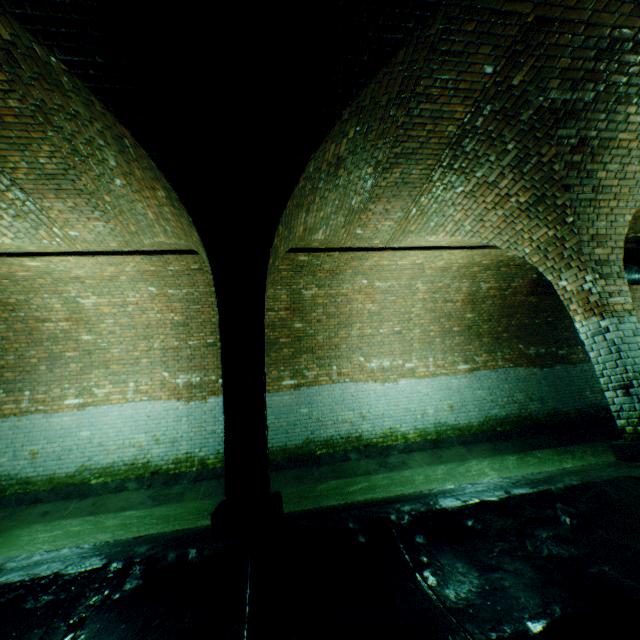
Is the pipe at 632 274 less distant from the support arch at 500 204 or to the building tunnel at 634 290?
the building tunnel at 634 290

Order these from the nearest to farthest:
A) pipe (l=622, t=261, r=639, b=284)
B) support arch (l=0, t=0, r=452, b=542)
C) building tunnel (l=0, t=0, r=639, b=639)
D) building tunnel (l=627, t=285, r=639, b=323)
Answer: building tunnel (l=0, t=0, r=639, b=639) → support arch (l=0, t=0, r=452, b=542) → pipe (l=622, t=261, r=639, b=284) → building tunnel (l=627, t=285, r=639, b=323)

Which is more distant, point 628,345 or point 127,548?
point 628,345

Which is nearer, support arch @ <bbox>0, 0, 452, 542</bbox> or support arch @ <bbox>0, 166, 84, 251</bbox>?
support arch @ <bbox>0, 0, 452, 542</bbox>

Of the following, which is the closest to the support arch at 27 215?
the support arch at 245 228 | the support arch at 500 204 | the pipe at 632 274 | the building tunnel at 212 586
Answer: the building tunnel at 212 586

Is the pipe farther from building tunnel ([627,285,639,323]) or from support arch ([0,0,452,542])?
support arch ([0,0,452,542])

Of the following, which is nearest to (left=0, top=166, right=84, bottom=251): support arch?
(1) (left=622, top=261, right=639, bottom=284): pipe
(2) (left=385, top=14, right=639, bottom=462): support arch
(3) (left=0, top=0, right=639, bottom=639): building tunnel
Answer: (3) (left=0, top=0, right=639, bottom=639): building tunnel

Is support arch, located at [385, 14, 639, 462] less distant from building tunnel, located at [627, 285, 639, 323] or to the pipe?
building tunnel, located at [627, 285, 639, 323]
